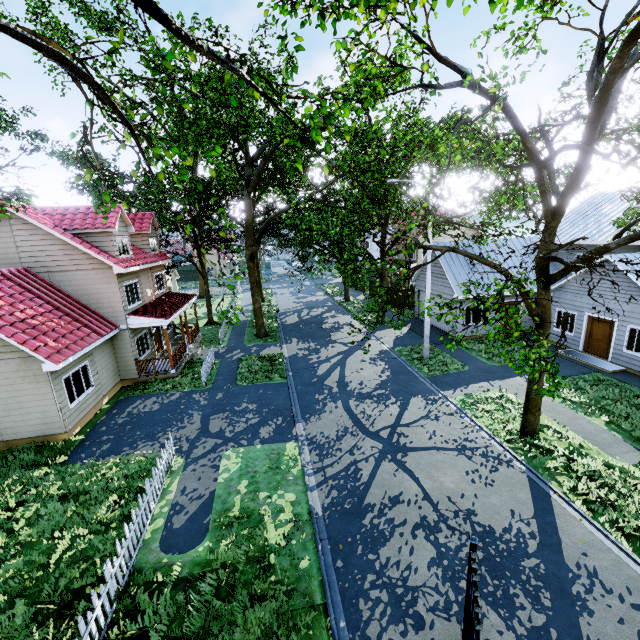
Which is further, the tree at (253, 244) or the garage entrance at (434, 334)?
the garage entrance at (434, 334)

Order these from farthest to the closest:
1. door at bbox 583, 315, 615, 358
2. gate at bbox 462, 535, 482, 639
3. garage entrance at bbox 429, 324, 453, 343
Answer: garage entrance at bbox 429, 324, 453, 343 < door at bbox 583, 315, 615, 358 < gate at bbox 462, 535, 482, 639

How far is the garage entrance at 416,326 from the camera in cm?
2416

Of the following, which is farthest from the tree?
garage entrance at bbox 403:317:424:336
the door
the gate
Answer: the door

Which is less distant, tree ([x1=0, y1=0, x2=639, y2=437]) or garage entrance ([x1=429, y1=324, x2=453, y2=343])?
tree ([x1=0, y1=0, x2=639, y2=437])

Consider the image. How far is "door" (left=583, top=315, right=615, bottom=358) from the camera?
16.6 meters

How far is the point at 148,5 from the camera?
3.16m

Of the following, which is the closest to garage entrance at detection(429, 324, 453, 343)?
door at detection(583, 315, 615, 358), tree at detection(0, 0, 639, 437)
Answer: tree at detection(0, 0, 639, 437)
